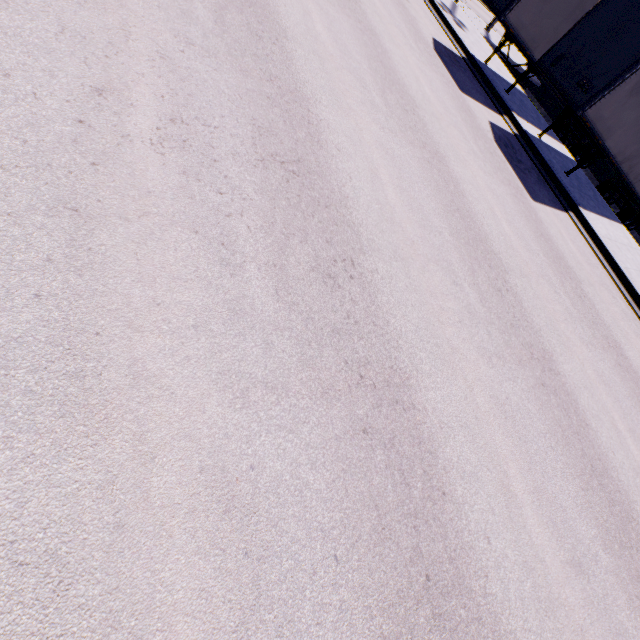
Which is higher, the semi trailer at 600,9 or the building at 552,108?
the semi trailer at 600,9

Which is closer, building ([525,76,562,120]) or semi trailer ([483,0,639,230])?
semi trailer ([483,0,639,230])

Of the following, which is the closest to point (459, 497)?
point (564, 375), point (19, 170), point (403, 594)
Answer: point (403, 594)

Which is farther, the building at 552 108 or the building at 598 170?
the building at 552 108

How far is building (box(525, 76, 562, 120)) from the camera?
23.55m

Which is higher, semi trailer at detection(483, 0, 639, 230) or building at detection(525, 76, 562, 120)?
semi trailer at detection(483, 0, 639, 230)
